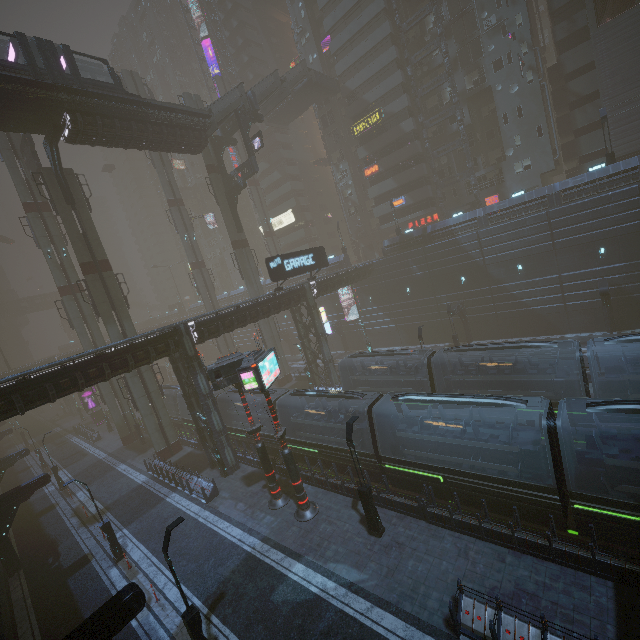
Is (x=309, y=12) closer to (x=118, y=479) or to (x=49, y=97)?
(x=49, y=97)

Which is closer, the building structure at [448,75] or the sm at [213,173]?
the sm at [213,173]

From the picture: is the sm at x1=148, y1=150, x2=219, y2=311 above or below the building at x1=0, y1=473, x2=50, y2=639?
above

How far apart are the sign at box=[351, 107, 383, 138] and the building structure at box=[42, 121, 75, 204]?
36.5m

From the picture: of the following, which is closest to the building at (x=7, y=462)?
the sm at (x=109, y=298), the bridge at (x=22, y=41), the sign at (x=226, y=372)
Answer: the bridge at (x=22, y=41)

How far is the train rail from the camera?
13.13m

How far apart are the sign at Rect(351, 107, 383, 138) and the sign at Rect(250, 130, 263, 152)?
20.03m

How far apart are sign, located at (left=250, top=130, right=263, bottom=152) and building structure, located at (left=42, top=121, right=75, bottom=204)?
16.3m
